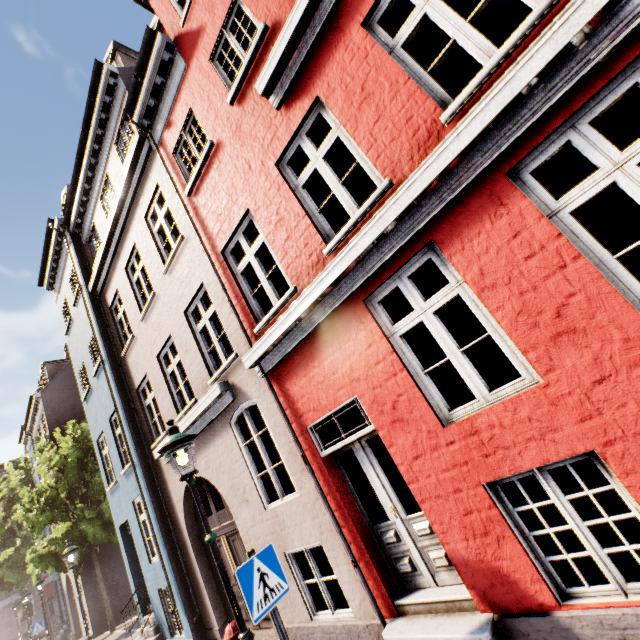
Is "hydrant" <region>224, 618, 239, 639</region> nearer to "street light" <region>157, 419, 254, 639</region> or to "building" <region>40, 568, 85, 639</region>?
"street light" <region>157, 419, 254, 639</region>

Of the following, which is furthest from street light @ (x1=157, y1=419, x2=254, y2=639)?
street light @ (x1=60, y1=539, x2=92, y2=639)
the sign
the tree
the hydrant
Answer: the tree

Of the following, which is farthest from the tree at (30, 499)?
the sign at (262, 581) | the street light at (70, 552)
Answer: the sign at (262, 581)

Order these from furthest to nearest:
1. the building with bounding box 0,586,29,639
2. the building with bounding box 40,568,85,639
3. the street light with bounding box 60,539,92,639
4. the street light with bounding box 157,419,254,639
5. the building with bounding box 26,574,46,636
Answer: the building with bounding box 26,574,46,636 → the building with bounding box 0,586,29,639 → the building with bounding box 40,568,85,639 → the street light with bounding box 60,539,92,639 → the street light with bounding box 157,419,254,639

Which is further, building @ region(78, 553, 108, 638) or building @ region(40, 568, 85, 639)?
building @ region(40, 568, 85, 639)

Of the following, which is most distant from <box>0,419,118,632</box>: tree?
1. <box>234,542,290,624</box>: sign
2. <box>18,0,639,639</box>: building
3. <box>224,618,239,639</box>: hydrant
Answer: <box>224,618,239,639</box>: hydrant

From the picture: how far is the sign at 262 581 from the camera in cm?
315

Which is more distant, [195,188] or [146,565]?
[146,565]
